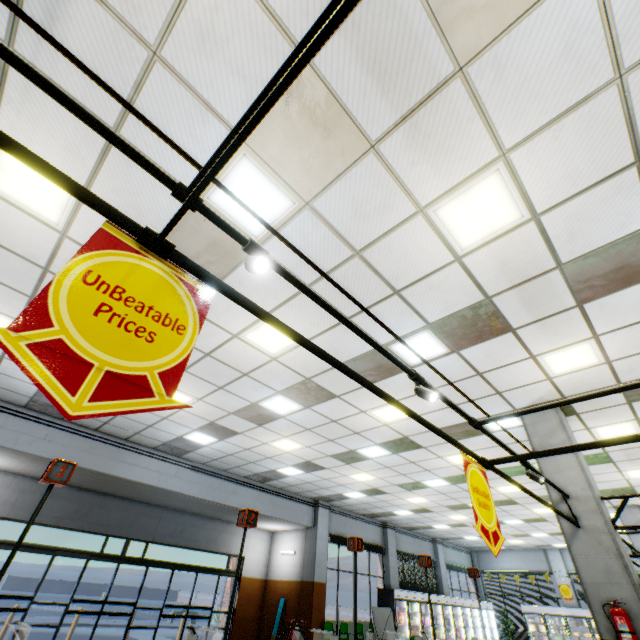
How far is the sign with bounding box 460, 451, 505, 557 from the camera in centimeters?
276cm

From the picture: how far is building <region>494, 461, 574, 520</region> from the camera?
5.54m

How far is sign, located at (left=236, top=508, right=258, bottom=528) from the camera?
4.1m

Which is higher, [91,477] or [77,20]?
[77,20]

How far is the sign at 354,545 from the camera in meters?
5.2 m

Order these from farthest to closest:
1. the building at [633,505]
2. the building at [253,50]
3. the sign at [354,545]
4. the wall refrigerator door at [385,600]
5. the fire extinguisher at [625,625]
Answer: the wall refrigerator door at [385,600] → the building at [633,505] → the sign at [354,545] → the fire extinguisher at [625,625] → the building at [253,50]

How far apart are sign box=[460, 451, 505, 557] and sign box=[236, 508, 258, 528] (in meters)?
2.72

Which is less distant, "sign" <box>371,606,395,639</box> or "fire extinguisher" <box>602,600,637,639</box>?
"fire extinguisher" <box>602,600,637,639</box>
